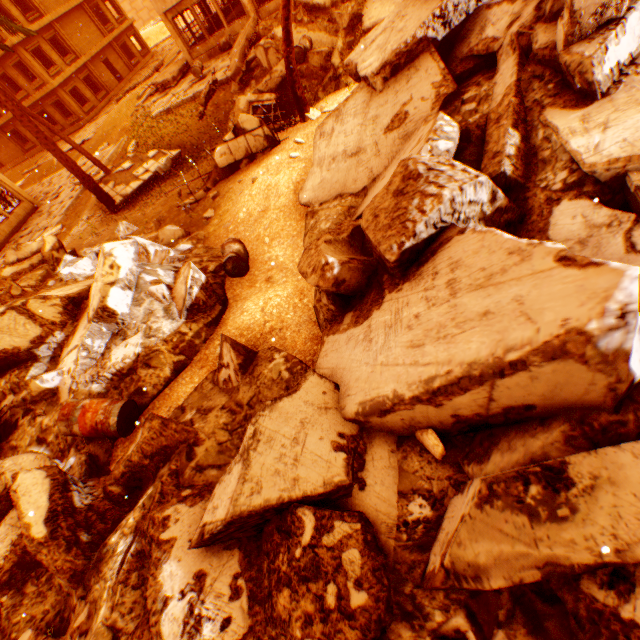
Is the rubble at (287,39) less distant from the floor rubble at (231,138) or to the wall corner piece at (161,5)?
the floor rubble at (231,138)

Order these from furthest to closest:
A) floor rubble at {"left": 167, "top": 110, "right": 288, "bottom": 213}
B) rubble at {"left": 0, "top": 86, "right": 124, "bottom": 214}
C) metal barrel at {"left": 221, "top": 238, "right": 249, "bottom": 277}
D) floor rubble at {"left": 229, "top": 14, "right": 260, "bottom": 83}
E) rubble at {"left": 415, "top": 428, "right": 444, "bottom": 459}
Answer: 1. floor rubble at {"left": 229, "top": 14, "right": 260, "bottom": 83}
2. rubble at {"left": 0, "top": 86, "right": 124, "bottom": 214}
3. floor rubble at {"left": 167, "top": 110, "right": 288, "bottom": 213}
4. metal barrel at {"left": 221, "top": 238, "right": 249, "bottom": 277}
5. rubble at {"left": 415, "top": 428, "right": 444, "bottom": 459}

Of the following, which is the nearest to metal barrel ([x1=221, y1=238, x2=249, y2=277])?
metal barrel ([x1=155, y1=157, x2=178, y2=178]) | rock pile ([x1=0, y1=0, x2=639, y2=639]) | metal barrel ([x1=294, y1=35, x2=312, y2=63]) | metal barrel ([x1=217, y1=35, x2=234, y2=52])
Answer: rock pile ([x1=0, y1=0, x2=639, y2=639])

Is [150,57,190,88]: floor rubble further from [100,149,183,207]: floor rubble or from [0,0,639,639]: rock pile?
[100,149,183,207]: floor rubble

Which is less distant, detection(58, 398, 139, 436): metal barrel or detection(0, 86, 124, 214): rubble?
detection(58, 398, 139, 436): metal barrel

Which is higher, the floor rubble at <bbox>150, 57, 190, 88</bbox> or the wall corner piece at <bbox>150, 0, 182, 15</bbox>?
the wall corner piece at <bbox>150, 0, 182, 15</bbox>

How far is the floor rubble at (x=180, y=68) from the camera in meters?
19.6

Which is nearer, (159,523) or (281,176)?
(159,523)
